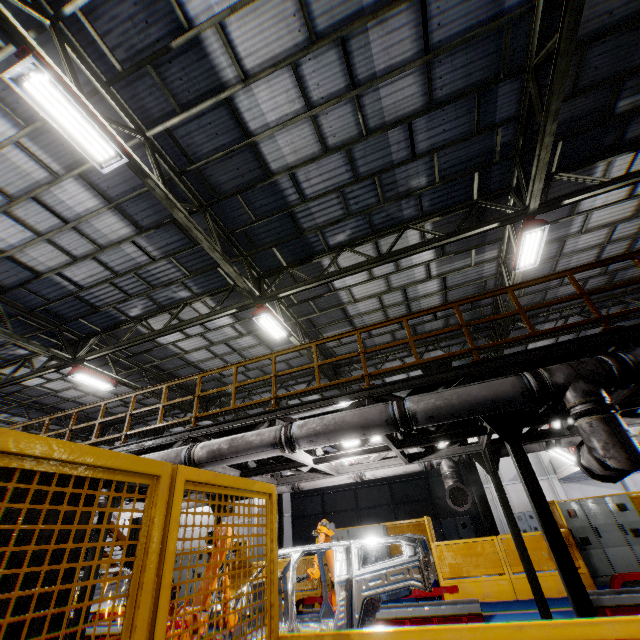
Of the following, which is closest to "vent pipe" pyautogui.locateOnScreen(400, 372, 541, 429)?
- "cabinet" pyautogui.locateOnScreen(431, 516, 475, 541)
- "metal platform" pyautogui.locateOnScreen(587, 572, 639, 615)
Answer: "metal platform" pyautogui.locateOnScreen(587, 572, 639, 615)

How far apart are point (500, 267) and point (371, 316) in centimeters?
487cm

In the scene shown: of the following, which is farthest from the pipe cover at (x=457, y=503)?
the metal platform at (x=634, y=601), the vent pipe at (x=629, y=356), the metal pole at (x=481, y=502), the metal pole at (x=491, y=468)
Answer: the metal pole at (x=481, y=502)

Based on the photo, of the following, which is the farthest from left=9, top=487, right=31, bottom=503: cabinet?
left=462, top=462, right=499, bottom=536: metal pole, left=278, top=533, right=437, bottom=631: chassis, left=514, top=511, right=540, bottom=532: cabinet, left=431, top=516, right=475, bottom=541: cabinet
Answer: left=514, top=511, right=540, bottom=532: cabinet

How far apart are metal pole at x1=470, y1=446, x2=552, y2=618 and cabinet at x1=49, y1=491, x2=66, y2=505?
8.41m

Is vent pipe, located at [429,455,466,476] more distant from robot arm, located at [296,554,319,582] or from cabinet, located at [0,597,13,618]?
cabinet, located at [0,597,13,618]

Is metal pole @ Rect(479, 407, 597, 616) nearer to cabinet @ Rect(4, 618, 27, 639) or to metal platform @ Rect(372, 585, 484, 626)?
metal platform @ Rect(372, 585, 484, 626)

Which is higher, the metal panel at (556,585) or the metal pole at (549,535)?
the metal pole at (549,535)
